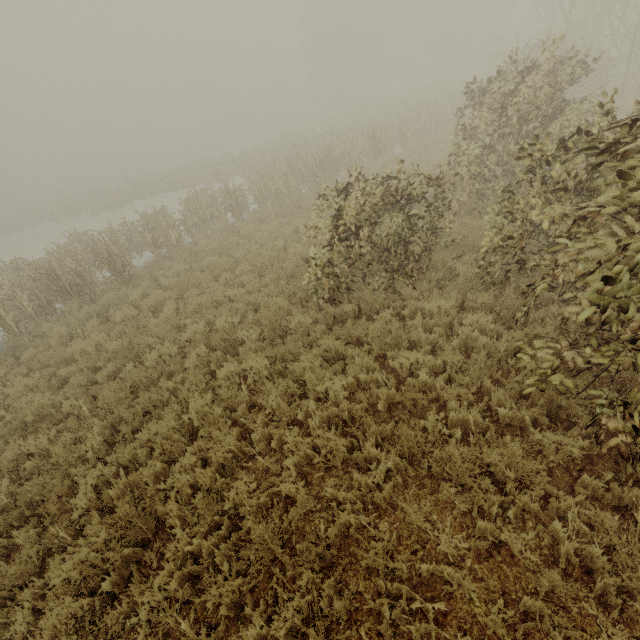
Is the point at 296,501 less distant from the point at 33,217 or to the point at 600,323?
the point at 600,323
